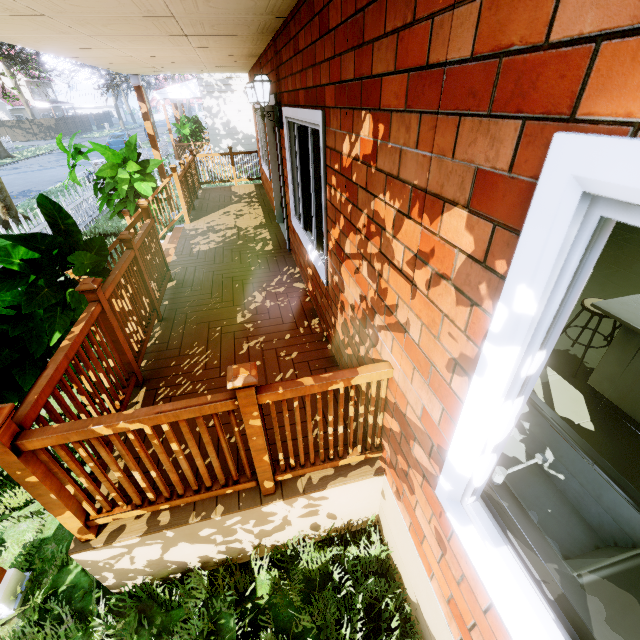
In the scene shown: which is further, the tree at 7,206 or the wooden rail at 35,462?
the tree at 7,206

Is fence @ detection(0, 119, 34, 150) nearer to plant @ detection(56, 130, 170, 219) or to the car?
plant @ detection(56, 130, 170, 219)

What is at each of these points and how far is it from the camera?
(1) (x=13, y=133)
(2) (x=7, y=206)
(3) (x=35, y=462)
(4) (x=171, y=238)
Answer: (1) fence, 38.47m
(2) tree, 10.04m
(3) wooden rail, 1.57m
(4) stairs, 6.40m

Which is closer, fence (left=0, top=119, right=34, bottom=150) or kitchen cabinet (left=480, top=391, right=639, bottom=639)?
kitchen cabinet (left=480, top=391, right=639, bottom=639)

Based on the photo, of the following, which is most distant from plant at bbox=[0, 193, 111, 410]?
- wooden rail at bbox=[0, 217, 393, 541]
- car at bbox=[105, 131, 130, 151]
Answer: car at bbox=[105, 131, 130, 151]

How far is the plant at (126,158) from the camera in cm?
627

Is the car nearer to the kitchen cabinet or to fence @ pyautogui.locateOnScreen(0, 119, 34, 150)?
fence @ pyautogui.locateOnScreen(0, 119, 34, 150)

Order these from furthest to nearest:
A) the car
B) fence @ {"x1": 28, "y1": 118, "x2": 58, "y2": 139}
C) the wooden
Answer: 1. fence @ {"x1": 28, "y1": 118, "x2": 58, "y2": 139}
2. the car
3. the wooden
